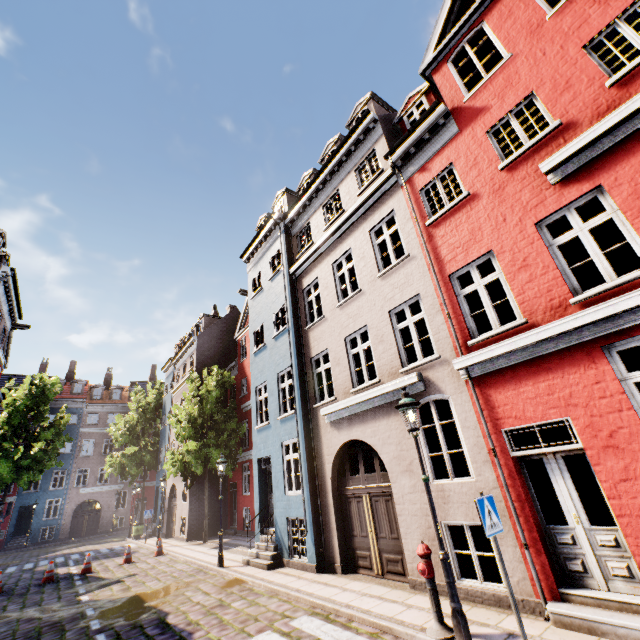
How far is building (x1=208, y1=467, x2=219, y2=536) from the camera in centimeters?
2027cm

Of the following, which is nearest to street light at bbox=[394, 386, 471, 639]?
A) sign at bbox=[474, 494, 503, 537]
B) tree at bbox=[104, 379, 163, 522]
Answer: sign at bbox=[474, 494, 503, 537]

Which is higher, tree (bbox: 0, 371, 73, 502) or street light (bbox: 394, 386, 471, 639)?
tree (bbox: 0, 371, 73, 502)

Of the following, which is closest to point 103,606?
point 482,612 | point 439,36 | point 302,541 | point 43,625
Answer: point 43,625

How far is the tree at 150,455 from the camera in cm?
2797

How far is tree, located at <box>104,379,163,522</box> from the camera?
27.97m

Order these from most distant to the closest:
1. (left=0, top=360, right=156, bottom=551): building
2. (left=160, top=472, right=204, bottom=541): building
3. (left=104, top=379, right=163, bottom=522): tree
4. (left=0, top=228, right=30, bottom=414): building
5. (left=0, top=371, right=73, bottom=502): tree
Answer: (left=0, top=360, right=156, bottom=551): building
(left=104, top=379, right=163, bottom=522): tree
(left=0, top=371, right=73, bottom=502): tree
(left=160, top=472, right=204, bottom=541): building
(left=0, top=228, right=30, bottom=414): building

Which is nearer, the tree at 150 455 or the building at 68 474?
the tree at 150 455
